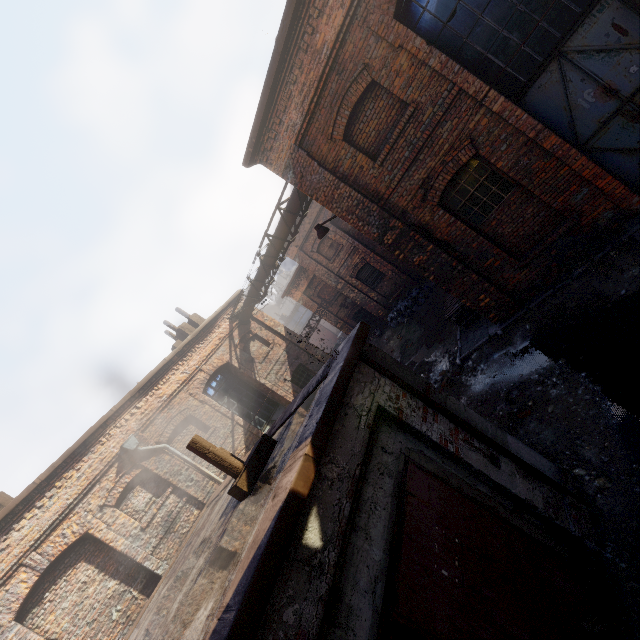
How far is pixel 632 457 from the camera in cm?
415

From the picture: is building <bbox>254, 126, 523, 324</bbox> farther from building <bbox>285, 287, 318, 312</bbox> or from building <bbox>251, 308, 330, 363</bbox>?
building <bbox>285, 287, 318, 312</bbox>

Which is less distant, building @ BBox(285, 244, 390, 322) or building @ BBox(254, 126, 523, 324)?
building @ BBox(254, 126, 523, 324)

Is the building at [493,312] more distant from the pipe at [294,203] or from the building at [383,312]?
the building at [383,312]

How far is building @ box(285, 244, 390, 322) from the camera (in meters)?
18.81

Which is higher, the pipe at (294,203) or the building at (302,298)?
the pipe at (294,203)

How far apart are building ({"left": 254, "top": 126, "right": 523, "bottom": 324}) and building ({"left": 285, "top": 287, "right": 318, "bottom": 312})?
12.3 meters

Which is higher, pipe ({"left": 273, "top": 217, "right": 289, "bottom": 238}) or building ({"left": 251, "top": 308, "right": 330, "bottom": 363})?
pipe ({"left": 273, "top": 217, "right": 289, "bottom": 238})
